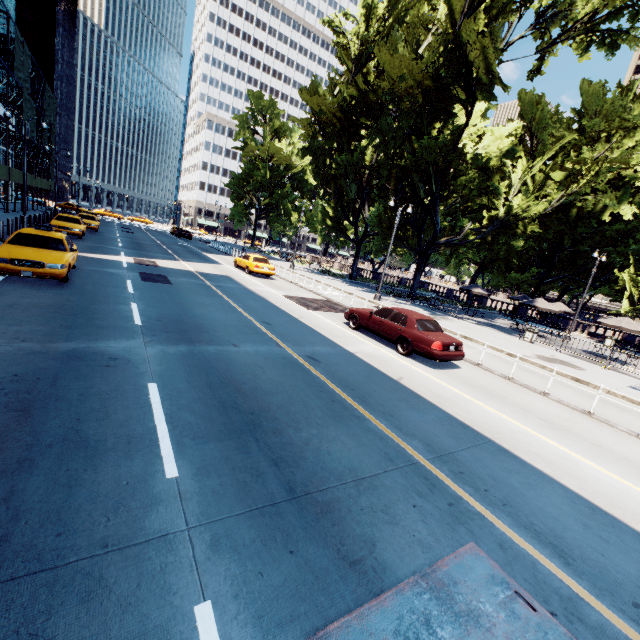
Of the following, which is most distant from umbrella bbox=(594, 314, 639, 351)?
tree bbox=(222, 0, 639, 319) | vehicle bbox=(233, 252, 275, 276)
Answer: vehicle bbox=(233, 252, 275, 276)

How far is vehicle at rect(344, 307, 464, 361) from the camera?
10.65m

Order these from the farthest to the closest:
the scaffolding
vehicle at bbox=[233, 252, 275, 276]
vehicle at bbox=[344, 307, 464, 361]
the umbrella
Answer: the scaffolding
vehicle at bbox=[233, 252, 275, 276]
the umbrella
vehicle at bbox=[344, 307, 464, 361]

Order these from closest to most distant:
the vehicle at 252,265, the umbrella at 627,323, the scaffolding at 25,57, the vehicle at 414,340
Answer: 1. the vehicle at 414,340
2. the umbrella at 627,323
3. the vehicle at 252,265
4. the scaffolding at 25,57

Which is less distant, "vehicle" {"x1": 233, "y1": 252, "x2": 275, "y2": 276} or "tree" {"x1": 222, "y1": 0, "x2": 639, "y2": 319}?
"tree" {"x1": 222, "y1": 0, "x2": 639, "y2": 319}

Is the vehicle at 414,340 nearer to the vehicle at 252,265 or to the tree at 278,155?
the vehicle at 252,265

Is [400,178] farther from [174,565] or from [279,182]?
[279,182]

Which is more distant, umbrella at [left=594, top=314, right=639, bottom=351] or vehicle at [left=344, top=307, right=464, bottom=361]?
umbrella at [left=594, top=314, right=639, bottom=351]
